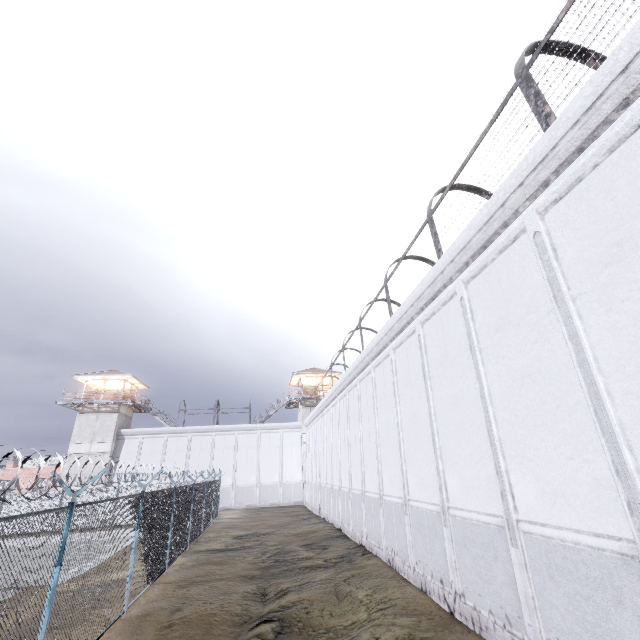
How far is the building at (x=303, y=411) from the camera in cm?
3544

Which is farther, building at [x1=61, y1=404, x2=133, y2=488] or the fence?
building at [x1=61, y1=404, x2=133, y2=488]

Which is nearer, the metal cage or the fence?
the fence

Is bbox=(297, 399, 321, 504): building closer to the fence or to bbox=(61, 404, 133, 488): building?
the fence

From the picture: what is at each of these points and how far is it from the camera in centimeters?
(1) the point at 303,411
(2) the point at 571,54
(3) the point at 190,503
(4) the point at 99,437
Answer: (1) building, 3806cm
(2) metal cage, 741cm
(3) fence, 1598cm
(4) building, 3353cm

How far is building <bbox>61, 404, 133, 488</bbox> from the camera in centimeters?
3228cm

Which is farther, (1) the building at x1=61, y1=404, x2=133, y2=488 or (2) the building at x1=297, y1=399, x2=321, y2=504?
(2) the building at x1=297, y1=399, x2=321, y2=504

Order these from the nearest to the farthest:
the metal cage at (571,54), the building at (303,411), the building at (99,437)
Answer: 1. the metal cage at (571,54)
2. the building at (99,437)
3. the building at (303,411)
